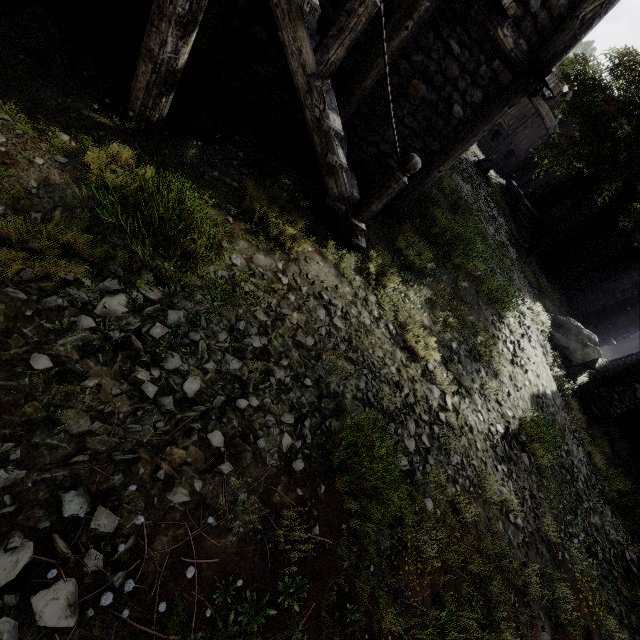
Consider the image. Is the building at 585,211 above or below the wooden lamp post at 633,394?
above

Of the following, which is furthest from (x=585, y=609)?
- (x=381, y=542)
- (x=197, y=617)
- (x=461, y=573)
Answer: (x=197, y=617)

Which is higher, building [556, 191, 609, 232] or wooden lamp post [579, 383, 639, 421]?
building [556, 191, 609, 232]

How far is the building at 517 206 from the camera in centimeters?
2111cm

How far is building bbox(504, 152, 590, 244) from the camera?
21.1 meters

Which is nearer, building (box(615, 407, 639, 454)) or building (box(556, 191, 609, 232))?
building (box(615, 407, 639, 454))
